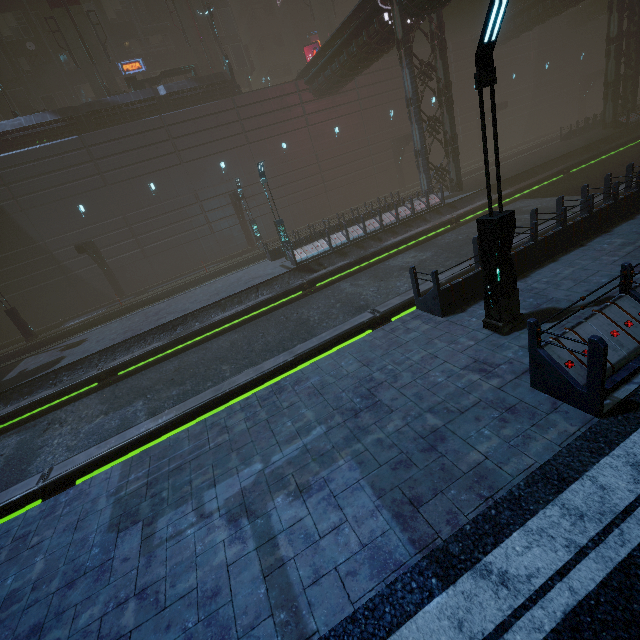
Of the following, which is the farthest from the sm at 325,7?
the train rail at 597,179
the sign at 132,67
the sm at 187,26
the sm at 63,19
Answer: the train rail at 597,179

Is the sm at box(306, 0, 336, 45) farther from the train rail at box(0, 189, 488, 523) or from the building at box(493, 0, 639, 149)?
the train rail at box(0, 189, 488, 523)

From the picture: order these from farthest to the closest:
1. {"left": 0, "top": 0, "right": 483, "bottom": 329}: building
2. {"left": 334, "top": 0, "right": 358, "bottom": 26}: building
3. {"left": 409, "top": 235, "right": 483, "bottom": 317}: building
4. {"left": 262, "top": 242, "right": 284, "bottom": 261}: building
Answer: {"left": 334, "top": 0, "right": 358, "bottom": 26}: building
{"left": 262, "top": 242, "right": 284, "bottom": 261}: building
{"left": 0, "top": 0, "right": 483, "bottom": 329}: building
{"left": 409, "top": 235, "right": 483, "bottom": 317}: building

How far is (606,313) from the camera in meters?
5.4 m

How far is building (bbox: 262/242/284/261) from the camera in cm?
2112

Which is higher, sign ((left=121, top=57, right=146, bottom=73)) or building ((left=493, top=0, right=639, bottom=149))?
sign ((left=121, top=57, right=146, bottom=73))

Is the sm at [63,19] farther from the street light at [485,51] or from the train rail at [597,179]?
the street light at [485,51]
